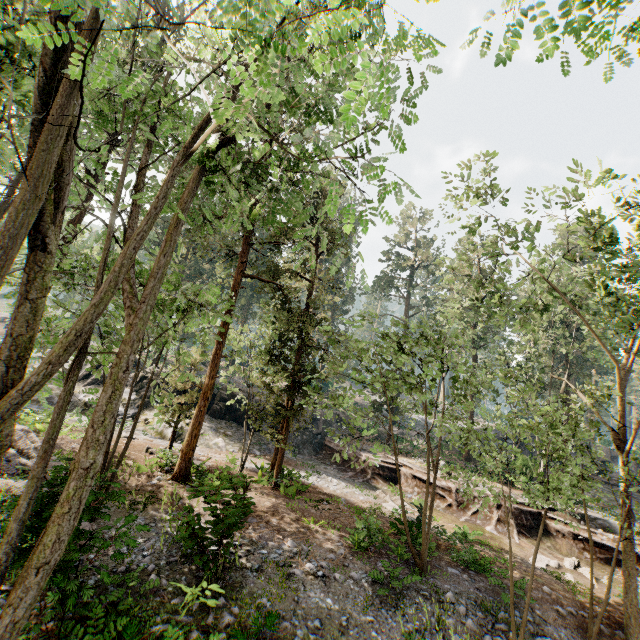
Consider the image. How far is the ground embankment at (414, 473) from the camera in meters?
21.4

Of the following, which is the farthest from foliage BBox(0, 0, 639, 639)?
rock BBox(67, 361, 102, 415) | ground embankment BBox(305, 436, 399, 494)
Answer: rock BBox(67, 361, 102, 415)

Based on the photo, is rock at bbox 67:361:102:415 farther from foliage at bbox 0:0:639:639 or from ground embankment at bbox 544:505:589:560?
foliage at bbox 0:0:639:639

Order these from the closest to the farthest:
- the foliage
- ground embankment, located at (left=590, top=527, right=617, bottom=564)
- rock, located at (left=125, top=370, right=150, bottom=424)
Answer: the foliage, ground embankment, located at (left=590, top=527, right=617, bottom=564), rock, located at (left=125, top=370, right=150, bottom=424)

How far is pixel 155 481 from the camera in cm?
1365

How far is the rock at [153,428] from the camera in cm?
2195

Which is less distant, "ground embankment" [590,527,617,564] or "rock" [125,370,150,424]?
"ground embankment" [590,527,617,564]

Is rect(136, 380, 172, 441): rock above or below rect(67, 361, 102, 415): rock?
below
